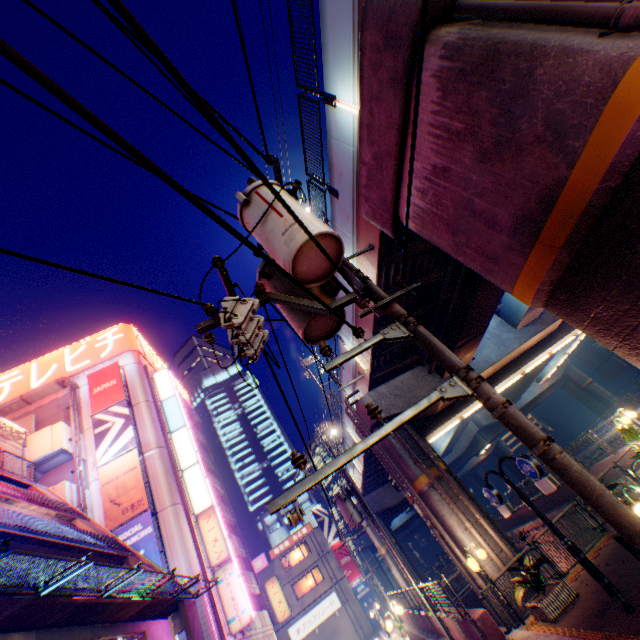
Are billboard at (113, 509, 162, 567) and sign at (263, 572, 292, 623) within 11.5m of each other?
no

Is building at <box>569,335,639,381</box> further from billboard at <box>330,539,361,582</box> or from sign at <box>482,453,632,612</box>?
billboard at <box>330,539,361,582</box>

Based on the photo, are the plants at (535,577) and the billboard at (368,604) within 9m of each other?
no

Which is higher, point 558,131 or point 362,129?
point 362,129

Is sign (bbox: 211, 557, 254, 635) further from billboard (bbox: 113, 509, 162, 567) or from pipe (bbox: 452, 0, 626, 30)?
pipe (bbox: 452, 0, 626, 30)

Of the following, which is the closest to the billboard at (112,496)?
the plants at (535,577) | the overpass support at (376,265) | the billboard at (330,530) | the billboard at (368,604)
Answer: the overpass support at (376,265)

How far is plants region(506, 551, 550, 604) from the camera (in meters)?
9.20

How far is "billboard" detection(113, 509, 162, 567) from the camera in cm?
1865
